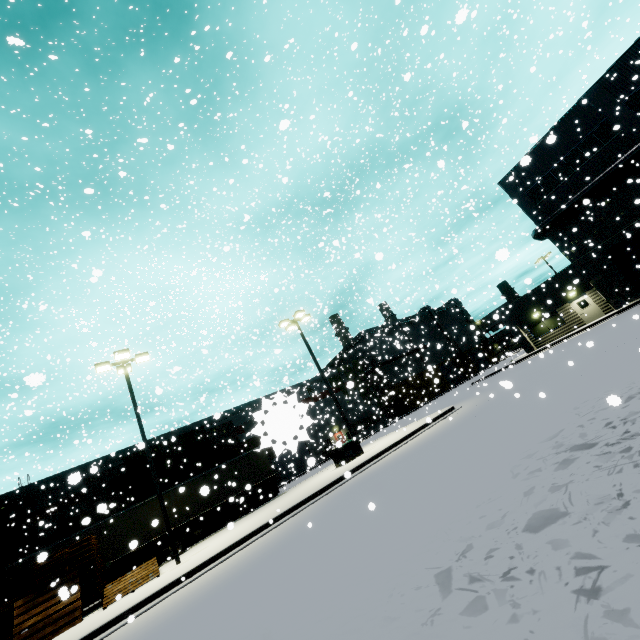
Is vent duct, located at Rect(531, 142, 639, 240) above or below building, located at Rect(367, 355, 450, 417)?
above

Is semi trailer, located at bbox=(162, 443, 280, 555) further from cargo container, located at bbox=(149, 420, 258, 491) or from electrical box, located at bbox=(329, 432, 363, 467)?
electrical box, located at bbox=(329, 432, 363, 467)

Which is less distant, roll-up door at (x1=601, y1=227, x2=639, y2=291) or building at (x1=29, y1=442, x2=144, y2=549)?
roll-up door at (x1=601, y1=227, x2=639, y2=291)

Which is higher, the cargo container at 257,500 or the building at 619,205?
the building at 619,205

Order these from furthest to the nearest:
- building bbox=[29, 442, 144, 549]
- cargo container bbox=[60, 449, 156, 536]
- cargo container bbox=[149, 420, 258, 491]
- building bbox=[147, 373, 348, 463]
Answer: cargo container bbox=[149, 420, 258, 491] < building bbox=[29, 442, 144, 549] < cargo container bbox=[60, 449, 156, 536] < building bbox=[147, 373, 348, 463]

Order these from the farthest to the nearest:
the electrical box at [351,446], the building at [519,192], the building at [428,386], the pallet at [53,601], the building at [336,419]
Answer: the building at [428,386] → the building at [519,192] → the electrical box at [351,446] → the pallet at [53,601] → the building at [336,419]

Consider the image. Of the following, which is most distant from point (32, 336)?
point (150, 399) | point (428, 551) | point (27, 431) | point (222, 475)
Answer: point (428, 551)

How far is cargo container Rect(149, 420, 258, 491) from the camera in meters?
25.8 m
